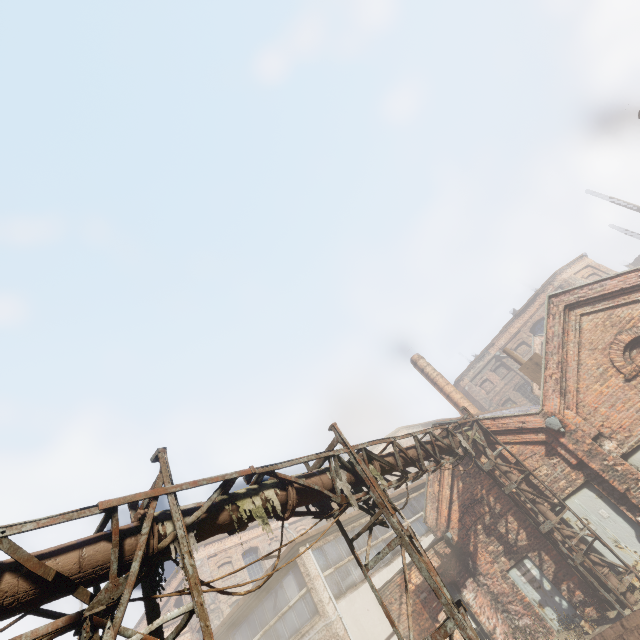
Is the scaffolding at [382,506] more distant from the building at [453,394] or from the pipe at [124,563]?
the building at [453,394]

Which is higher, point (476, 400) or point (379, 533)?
point (476, 400)

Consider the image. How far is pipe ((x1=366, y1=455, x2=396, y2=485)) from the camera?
7.3m

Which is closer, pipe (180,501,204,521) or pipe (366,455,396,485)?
pipe (180,501,204,521)

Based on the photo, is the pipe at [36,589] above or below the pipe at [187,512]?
below

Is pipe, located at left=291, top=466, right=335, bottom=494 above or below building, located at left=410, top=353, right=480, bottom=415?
below

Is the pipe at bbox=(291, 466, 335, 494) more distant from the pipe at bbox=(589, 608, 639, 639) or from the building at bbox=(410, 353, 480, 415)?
the building at bbox=(410, 353, 480, 415)
